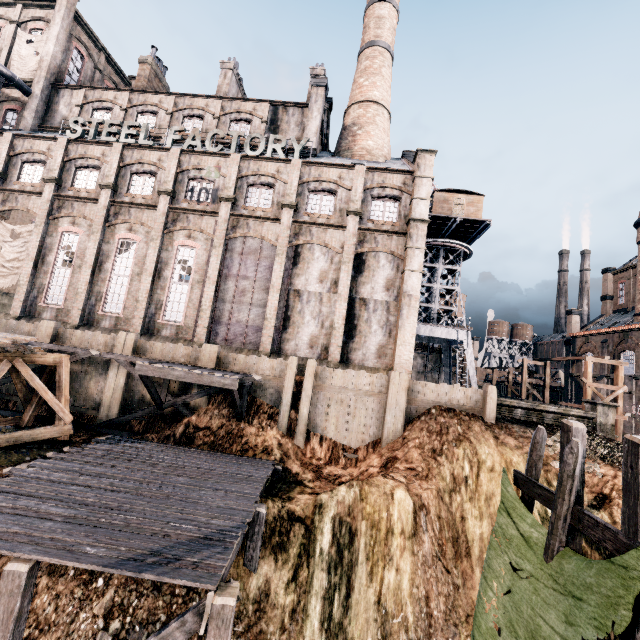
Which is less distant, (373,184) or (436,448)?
(436,448)

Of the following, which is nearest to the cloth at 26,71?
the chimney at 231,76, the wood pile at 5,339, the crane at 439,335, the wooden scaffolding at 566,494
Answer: the chimney at 231,76

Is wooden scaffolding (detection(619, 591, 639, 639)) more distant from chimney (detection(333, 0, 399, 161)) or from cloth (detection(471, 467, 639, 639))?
chimney (detection(333, 0, 399, 161))

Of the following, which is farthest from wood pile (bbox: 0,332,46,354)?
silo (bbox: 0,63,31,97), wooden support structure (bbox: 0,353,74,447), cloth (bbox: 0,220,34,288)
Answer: silo (bbox: 0,63,31,97)

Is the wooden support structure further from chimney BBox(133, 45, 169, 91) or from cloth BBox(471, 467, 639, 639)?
chimney BBox(133, 45, 169, 91)

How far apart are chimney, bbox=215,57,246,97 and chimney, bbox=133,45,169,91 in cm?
754

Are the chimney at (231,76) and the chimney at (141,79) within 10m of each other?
yes

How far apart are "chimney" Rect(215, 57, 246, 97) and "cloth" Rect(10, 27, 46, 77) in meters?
16.2 m
